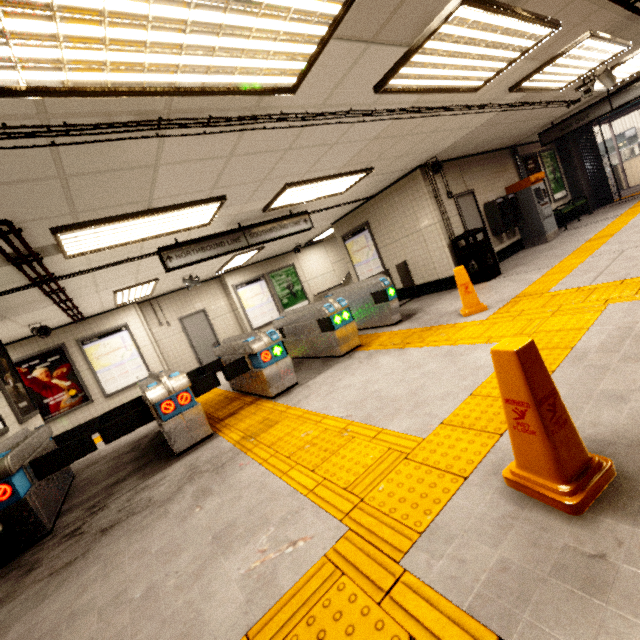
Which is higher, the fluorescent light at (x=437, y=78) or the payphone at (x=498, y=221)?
the fluorescent light at (x=437, y=78)

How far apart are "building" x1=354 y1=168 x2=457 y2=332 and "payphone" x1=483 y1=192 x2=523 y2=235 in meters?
2.0

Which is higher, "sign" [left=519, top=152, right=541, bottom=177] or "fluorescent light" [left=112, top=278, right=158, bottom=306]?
"fluorescent light" [left=112, top=278, right=158, bottom=306]

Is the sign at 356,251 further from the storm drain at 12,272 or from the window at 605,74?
the window at 605,74

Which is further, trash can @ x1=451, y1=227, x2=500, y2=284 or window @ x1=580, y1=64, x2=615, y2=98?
trash can @ x1=451, y1=227, x2=500, y2=284

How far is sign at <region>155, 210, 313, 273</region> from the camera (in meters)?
5.23

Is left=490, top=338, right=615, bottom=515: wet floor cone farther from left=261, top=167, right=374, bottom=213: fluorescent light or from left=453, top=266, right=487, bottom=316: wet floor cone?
left=261, top=167, right=374, bottom=213: fluorescent light

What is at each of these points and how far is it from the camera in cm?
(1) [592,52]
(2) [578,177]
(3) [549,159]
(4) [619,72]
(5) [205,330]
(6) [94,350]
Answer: (1) fluorescent light, 462
(2) concrete pillar, 1144
(3) sign, 1112
(4) fluorescent light, 632
(5) door, 1096
(6) sign, 894
